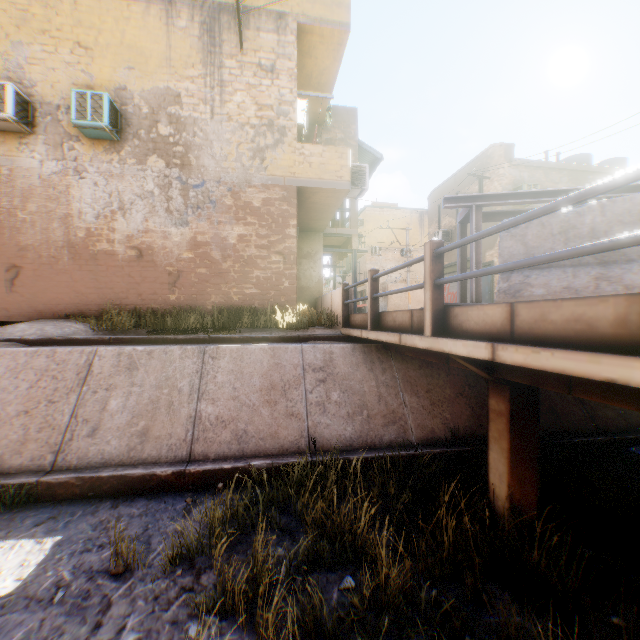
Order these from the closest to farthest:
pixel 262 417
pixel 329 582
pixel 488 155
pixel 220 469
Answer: pixel 329 582, pixel 220 469, pixel 262 417, pixel 488 155

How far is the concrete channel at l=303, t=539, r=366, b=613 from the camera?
3.4m

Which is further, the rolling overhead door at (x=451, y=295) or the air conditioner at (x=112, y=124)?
the rolling overhead door at (x=451, y=295)

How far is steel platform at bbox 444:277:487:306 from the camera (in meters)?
4.29

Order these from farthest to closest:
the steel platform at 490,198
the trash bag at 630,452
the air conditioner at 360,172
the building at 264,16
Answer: the air conditioner at 360,172 → the building at 264,16 → the trash bag at 630,452 → the steel platform at 490,198

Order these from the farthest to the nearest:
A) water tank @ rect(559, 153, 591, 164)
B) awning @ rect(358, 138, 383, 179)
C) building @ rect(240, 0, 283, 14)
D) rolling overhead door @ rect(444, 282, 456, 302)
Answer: rolling overhead door @ rect(444, 282, 456, 302) < water tank @ rect(559, 153, 591, 164) < awning @ rect(358, 138, 383, 179) < building @ rect(240, 0, 283, 14)

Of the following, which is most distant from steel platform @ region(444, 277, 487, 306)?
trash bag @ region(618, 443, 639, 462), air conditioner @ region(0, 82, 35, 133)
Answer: air conditioner @ region(0, 82, 35, 133)

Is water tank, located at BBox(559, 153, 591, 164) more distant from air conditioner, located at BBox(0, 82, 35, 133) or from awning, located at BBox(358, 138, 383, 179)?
air conditioner, located at BBox(0, 82, 35, 133)
